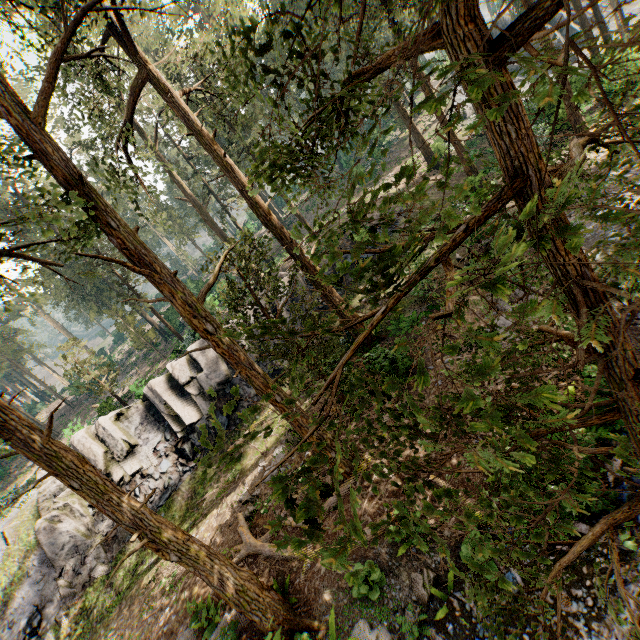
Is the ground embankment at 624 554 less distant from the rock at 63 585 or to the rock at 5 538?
the rock at 63 585

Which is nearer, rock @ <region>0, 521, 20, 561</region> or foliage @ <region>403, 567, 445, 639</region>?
foliage @ <region>403, 567, 445, 639</region>

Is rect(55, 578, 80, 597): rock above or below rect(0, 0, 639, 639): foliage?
below

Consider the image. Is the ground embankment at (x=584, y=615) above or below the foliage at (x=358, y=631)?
below

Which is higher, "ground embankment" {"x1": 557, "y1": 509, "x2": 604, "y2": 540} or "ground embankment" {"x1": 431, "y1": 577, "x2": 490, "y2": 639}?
"ground embankment" {"x1": 557, "y1": 509, "x2": 604, "y2": 540}

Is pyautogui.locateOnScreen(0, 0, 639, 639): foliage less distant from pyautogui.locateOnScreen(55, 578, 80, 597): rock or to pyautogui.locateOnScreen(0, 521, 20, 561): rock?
pyautogui.locateOnScreen(0, 521, 20, 561): rock

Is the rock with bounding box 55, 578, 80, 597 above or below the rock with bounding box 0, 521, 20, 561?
below

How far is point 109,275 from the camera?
28.4m
